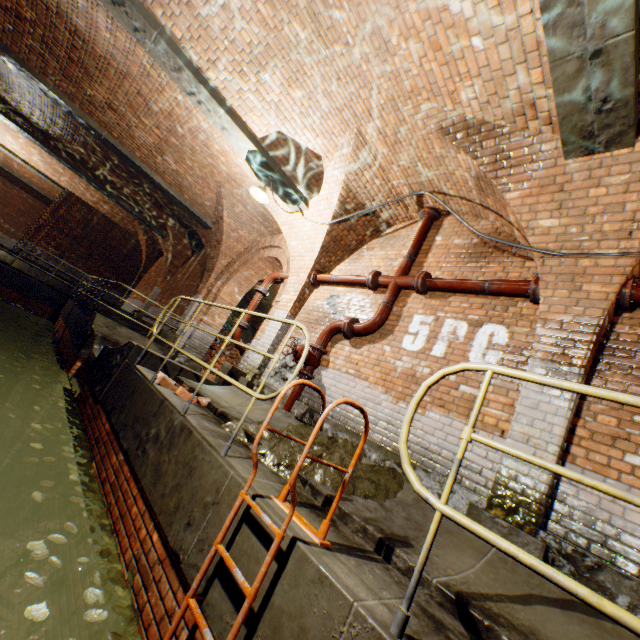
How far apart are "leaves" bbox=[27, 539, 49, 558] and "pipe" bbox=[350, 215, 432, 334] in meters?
4.2 m

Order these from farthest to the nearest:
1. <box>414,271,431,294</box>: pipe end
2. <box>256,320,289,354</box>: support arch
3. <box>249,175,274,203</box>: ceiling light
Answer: <box>256,320,289,354</box>: support arch → <box>249,175,274,203</box>: ceiling light → <box>414,271,431,294</box>: pipe end

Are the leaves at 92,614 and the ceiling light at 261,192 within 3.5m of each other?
no

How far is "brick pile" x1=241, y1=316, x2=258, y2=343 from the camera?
15.1 meters

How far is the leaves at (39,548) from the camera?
2.4m

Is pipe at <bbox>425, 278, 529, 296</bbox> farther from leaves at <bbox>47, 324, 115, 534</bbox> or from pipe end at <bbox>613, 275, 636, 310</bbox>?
leaves at <bbox>47, 324, 115, 534</bbox>

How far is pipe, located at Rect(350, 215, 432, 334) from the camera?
5.26m

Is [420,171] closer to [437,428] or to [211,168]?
[437,428]
